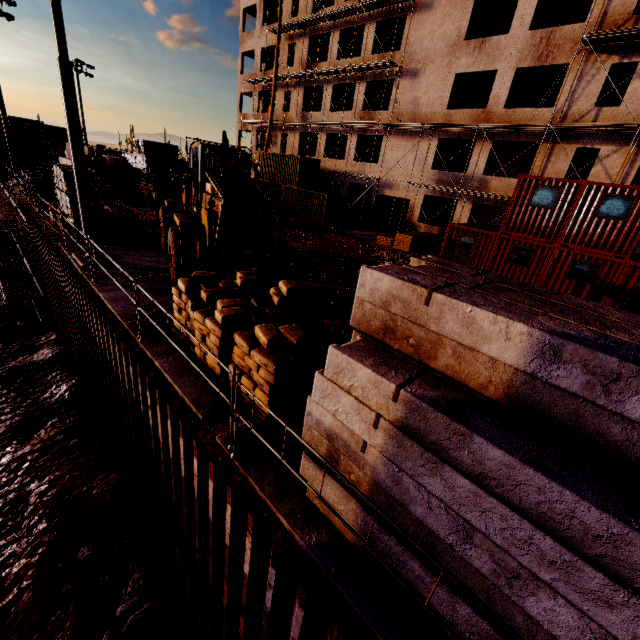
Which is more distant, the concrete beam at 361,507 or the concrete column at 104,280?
the concrete column at 104,280

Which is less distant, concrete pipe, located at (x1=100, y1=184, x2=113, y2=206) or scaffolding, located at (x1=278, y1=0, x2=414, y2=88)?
concrete pipe, located at (x1=100, y1=184, x2=113, y2=206)

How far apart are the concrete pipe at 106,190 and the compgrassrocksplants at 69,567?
19.7 meters

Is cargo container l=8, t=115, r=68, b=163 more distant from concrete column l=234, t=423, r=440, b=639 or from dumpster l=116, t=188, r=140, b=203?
concrete column l=234, t=423, r=440, b=639

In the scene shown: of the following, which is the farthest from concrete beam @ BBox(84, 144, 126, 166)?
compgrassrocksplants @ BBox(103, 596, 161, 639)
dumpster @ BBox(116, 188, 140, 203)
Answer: compgrassrocksplants @ BBox(103, 596, 161, 639)

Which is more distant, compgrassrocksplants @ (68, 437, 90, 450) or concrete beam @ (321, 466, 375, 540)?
compgrassrocksplants @ (68, 437, 90, 450)

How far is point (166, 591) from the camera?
7.7m

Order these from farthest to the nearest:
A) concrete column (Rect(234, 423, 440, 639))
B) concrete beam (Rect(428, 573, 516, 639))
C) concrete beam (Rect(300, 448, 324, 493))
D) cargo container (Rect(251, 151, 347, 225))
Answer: cargo container (Rect(251, 151, 347, 225)), concrete beam (Rect(300, 448, 324, 493)), concrete column (Rect(234, 423, 440, 639)), concrete beam (Rect(428, 573, 516, 639))
